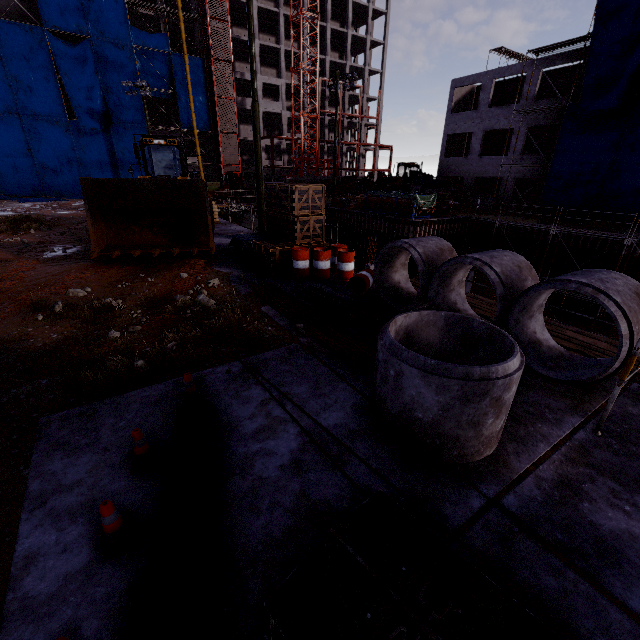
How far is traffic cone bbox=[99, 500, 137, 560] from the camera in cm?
272

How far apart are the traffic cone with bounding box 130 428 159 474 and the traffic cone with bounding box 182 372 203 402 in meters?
0.8 m

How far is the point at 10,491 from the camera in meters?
3.3

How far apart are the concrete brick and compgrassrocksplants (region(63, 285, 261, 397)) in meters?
32.2

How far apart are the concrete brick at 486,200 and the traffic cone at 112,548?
34.56m

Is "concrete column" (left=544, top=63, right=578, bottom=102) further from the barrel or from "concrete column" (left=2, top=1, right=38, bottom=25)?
"concrete column" (left=2, top=1, right=38, bottom=25)

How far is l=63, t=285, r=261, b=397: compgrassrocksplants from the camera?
4.96m

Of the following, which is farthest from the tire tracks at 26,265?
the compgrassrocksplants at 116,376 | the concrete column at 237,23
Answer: the concrete column at 237,23
